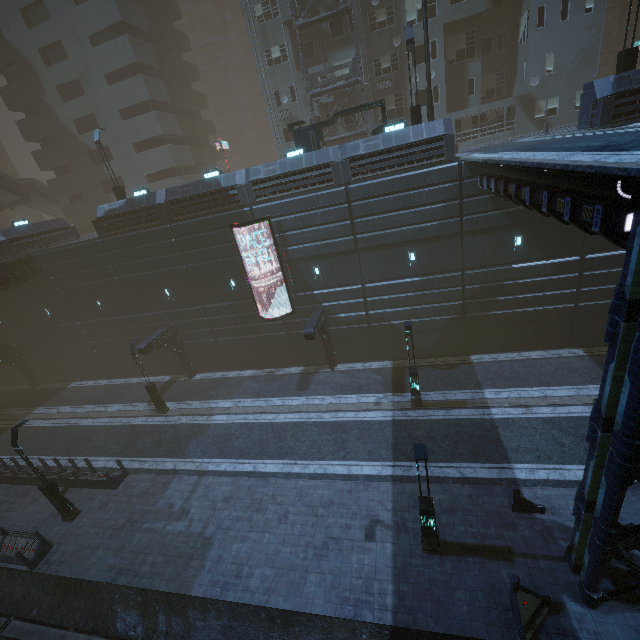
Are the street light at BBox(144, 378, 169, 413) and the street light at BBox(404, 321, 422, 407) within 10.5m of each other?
no

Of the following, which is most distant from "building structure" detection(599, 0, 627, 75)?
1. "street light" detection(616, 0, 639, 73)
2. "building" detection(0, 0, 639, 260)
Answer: "street light" detection(616, 0, 639, 73)

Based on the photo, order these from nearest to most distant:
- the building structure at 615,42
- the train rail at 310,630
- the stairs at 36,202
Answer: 1. the train rail at 310,630
2. the stairs at 36,202
3. the building structure at 615,42

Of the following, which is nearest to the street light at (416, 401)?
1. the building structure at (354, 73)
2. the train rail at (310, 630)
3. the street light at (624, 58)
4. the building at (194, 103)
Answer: the building at (194, 103)

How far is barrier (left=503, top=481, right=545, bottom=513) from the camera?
11.8 meters

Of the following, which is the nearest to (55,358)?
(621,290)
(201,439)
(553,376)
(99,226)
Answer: (99,226)

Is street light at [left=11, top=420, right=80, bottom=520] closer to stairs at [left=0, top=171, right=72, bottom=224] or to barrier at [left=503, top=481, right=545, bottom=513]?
barrier at [left=503, top=481, right=545, bottom=513]

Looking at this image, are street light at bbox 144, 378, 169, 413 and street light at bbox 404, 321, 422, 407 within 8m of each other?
no
